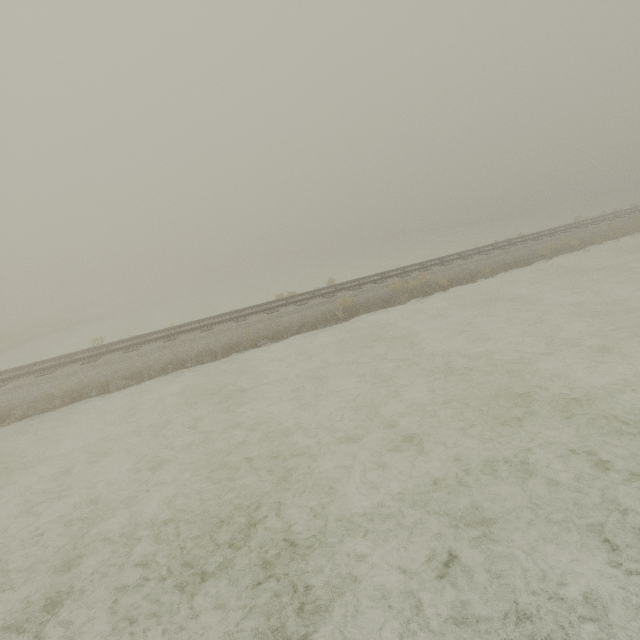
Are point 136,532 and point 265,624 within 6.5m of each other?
yes
